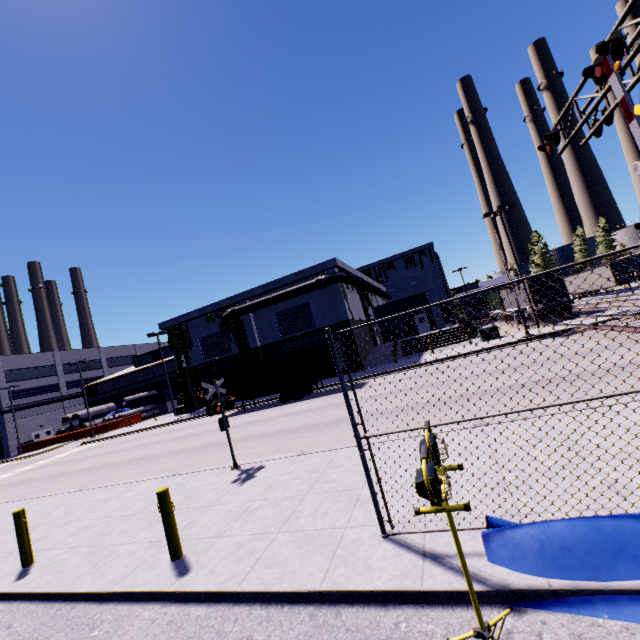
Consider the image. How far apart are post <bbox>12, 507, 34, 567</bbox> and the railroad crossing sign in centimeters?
430cm

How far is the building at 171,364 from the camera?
48.5m

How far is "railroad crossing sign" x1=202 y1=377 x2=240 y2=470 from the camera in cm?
977

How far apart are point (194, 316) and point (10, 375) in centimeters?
3845cm

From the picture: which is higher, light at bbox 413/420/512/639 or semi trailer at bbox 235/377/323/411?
light at bbox 413/420/512/639

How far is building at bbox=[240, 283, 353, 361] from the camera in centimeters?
2998cm

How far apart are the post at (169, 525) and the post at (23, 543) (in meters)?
3.91
